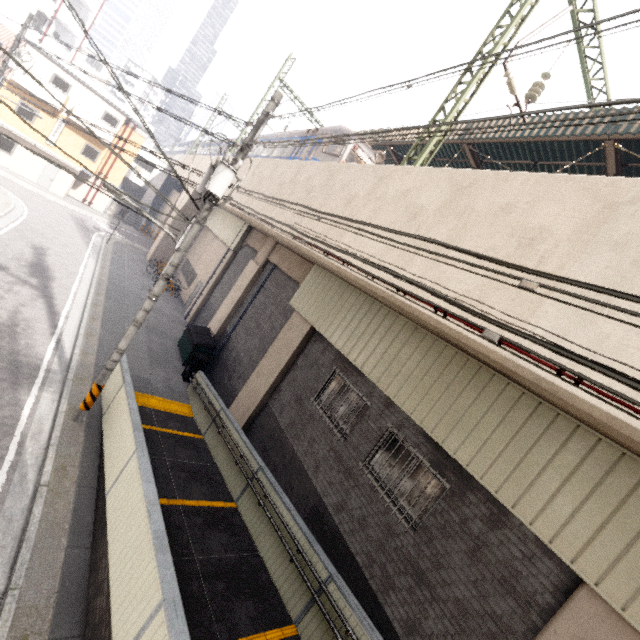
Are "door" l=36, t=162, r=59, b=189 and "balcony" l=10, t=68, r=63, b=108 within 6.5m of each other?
yes

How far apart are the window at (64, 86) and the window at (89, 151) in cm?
324

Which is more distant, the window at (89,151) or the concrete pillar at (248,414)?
the window at (89,151)

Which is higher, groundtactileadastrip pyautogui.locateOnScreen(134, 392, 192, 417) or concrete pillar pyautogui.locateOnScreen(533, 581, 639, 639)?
concrete pillar pyautogui.locateOnScreen(533, 581, 639, 639)

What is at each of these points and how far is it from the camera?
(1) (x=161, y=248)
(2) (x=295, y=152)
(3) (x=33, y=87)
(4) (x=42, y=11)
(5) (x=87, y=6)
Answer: (1) concrete pillar, 26.3 meters
(2) train, 17.1 meters
(3) balcony, 23.9 meters
(4) building, 28.5 meters
(5) building, 32.0 meters

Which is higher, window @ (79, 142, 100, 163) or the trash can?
window @ (79, 142, 100, 163)

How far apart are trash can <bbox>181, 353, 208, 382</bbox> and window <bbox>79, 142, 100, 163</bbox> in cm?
2546

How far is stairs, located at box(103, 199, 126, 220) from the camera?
33.0m
